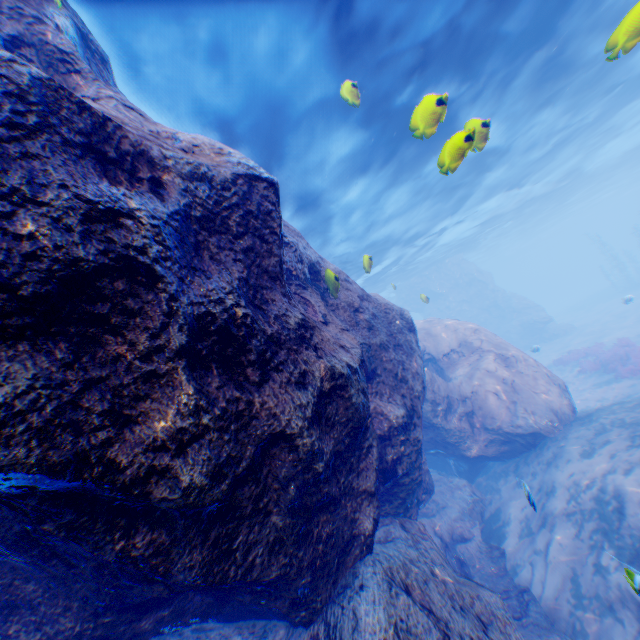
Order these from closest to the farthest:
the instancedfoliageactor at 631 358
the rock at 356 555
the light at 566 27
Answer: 1. the rock at 356 555
2. the light at 566 27
3. the instancedfoliageactor at 631 358

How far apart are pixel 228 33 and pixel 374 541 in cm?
972

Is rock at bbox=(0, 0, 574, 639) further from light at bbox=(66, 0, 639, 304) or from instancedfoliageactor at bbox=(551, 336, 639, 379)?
instancedfoliageactor at bbox=(551, 336, 639, 379)

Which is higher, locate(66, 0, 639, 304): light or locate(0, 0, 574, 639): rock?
locate(66, 0, 639, 304): light

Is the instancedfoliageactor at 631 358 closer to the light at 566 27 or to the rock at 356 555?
the rock at 356 555

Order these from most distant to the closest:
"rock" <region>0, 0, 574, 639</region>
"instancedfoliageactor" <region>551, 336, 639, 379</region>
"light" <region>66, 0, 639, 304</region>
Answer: "instancedfoliageactor" <region>551, 336, 639, 379</region>
"light" <region>66, 0, 639, 304</region>
"rock" <region>0, 0, 574, 639</region>

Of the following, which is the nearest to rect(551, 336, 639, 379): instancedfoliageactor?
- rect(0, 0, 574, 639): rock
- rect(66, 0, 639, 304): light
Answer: rect(0, 0, 574, 639): rock
